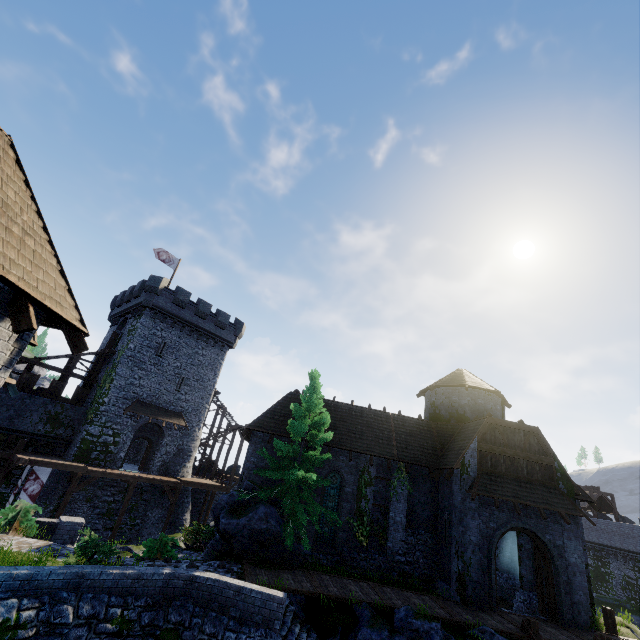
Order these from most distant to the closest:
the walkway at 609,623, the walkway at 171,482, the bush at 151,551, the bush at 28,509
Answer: the walkway at 171,482, the walkway at 609,623, the bush at 151,551, the bush at 28,509

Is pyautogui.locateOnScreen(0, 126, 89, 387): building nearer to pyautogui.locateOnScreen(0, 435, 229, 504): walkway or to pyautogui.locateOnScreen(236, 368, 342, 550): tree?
pyautogui.locateOnScreen(236, 368, 342, 550): tree

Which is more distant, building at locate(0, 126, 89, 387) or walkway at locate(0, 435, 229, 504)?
walkway at locate(0, 435, 229, 504)

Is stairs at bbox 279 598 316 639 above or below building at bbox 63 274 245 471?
below

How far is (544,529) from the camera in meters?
16.6 m

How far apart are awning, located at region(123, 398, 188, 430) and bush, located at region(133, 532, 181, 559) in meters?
14.7

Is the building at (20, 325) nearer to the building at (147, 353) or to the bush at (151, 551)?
the bush at (151, 551)

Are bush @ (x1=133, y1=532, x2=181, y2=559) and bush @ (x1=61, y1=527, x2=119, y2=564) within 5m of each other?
yes
